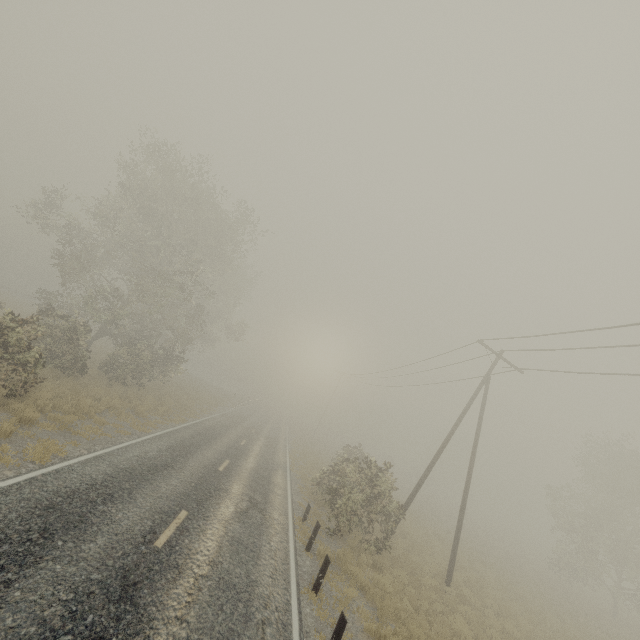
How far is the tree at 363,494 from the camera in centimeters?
1407cm

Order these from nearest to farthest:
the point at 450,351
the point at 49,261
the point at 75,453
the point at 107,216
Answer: the point at 75,453
the point at 450,351
the point at 107,216
the point at 49,261

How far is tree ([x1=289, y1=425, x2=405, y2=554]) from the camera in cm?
1407

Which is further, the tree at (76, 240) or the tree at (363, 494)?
A: the tree at (76, 240)

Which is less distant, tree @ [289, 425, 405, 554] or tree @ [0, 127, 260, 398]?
tree @ [289, 425, 405, 554]
